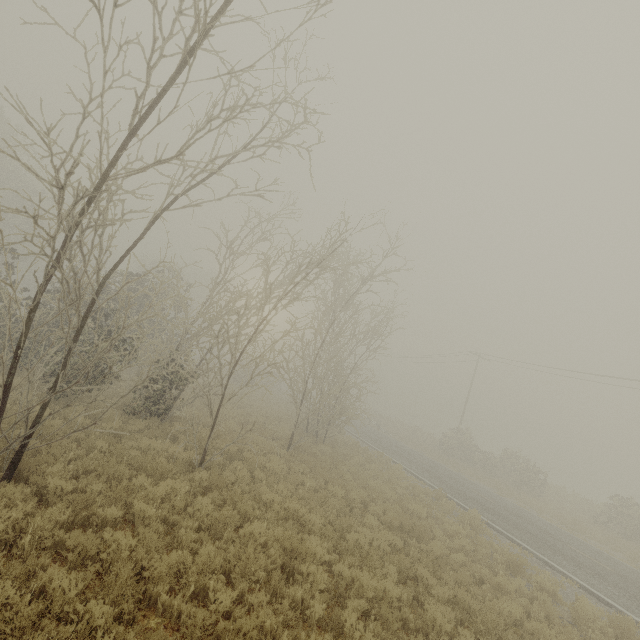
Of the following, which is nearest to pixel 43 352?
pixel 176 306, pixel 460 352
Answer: pixel 176 306
